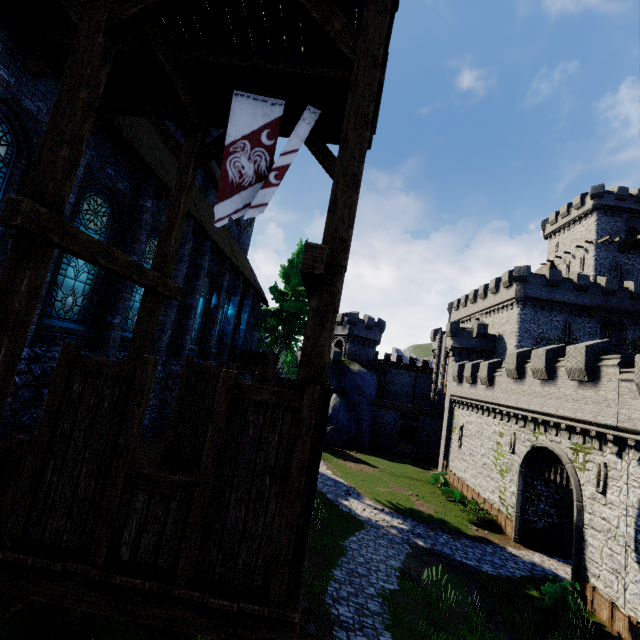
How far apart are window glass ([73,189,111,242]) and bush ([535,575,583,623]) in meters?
20.9 m

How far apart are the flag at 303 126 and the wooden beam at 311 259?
2.13m

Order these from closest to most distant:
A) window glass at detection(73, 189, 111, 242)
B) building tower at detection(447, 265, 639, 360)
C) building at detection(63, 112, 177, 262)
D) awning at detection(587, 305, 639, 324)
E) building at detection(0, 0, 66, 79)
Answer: building at detection(0, 0, 66, 79) < building at detection(63, 112, 177, 262) < window glass at detection(73, 189, 111, 242) < awning at detection(587, 305, 639, 324) < building tower at detection(447, 265, 639, 360)

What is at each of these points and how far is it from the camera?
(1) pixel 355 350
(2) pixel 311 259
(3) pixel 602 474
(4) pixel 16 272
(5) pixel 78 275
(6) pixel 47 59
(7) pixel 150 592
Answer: (1) building tower, 46.9m
(2) wooden beam, 3.5m
(3) window slit, 15.1m
(4) wooden post, 3.9m
(5) window glass, 8.8m
(6) building, 6.6m
(7) walkway, 3.3m

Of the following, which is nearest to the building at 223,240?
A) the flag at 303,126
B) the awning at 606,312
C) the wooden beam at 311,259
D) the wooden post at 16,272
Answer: the wooden post at 16,272

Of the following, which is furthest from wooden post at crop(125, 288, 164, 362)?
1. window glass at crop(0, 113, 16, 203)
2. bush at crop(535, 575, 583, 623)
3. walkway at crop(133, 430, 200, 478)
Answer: bush at crop(535, 575, 583, 623)

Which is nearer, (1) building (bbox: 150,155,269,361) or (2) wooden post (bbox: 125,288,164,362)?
(2) wooden post (bbox: 125,288,164,362)
